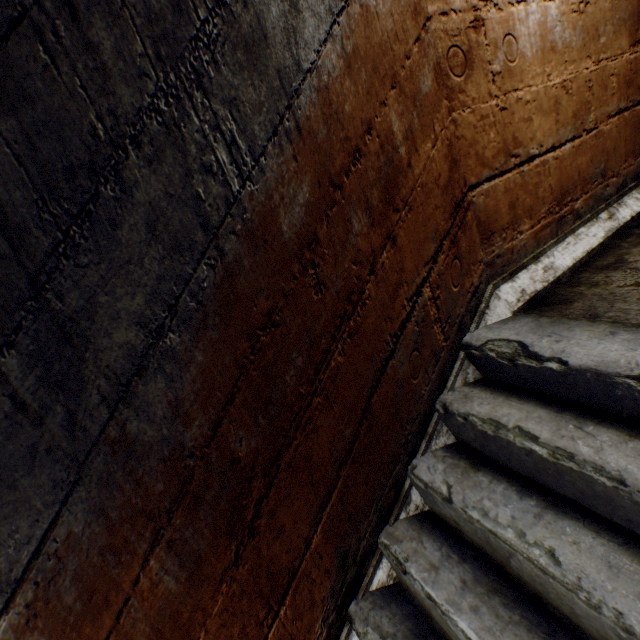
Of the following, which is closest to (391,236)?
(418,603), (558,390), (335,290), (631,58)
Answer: (335,290)
